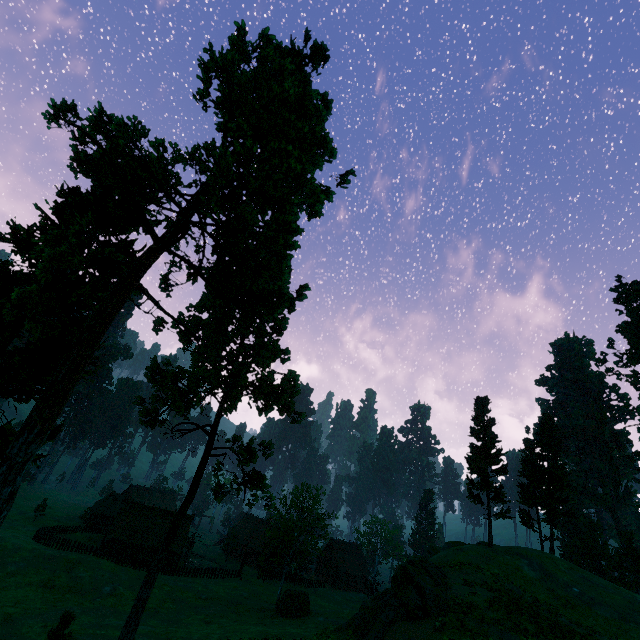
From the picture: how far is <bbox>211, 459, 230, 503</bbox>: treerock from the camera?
21.4 meters

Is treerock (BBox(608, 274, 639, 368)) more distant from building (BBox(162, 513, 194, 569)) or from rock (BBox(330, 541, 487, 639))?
rock (BBox(330, 541, 487, 639))

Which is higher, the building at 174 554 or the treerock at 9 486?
the treerock at 9 486

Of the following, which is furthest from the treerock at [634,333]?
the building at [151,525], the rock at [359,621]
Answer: the rock at [359,621]

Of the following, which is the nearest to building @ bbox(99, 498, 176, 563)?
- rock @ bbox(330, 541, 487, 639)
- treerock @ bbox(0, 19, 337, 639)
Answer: treerock @ bbox(0, 19, 337, 639)

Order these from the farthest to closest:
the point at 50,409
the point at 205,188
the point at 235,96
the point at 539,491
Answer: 1. the point at 539,491
2. the point at 235,96
3. the point at 205,188
4. the point at 50,409
